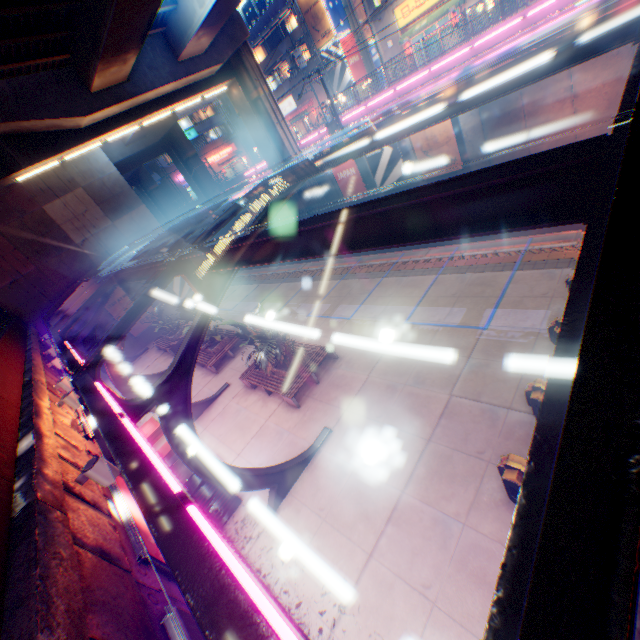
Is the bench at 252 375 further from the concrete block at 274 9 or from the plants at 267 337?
the concrete block at 274 9

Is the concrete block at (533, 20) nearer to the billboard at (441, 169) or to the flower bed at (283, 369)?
the billboard at (441, 169)

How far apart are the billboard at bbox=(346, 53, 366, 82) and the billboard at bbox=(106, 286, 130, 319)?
29.78m

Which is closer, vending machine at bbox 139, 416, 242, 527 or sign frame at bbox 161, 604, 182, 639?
sign frame at bbox 161, 604, 182, 639

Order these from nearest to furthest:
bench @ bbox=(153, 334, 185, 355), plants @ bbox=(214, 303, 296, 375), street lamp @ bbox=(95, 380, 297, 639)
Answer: street lamp @ bbox=(95, 380, 297, 639), plants @ bbox=(214, 303, 296, 375), bench @ bbox=(153, 334, 185, 355)

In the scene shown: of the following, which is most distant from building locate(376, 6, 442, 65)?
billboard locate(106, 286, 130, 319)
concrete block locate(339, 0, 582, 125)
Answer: billboard locate(106, 286, 130, 319)

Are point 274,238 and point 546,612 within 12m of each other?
yes

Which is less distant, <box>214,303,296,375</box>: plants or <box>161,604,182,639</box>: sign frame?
<box>161,604,182,639</box>: sign frame
